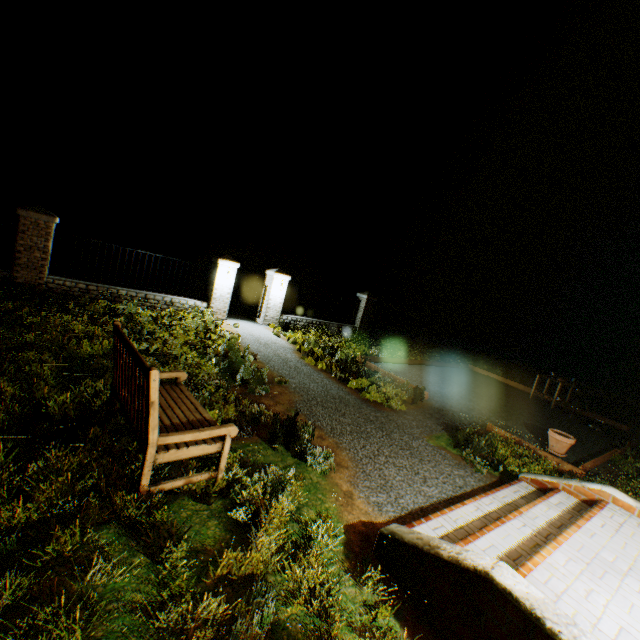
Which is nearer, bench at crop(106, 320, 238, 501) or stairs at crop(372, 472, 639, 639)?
stairs at crop(372, 472, 639, 639)

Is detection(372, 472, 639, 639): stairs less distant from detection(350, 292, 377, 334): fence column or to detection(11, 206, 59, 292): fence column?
detection(11, 206, 59, 292): fence column

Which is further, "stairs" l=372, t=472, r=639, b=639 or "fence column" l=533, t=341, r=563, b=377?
"fence column" l=533, t=341, r=563, b=377

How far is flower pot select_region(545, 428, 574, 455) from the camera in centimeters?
684cm

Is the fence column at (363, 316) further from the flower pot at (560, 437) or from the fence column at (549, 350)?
the fence column at (549, 350)

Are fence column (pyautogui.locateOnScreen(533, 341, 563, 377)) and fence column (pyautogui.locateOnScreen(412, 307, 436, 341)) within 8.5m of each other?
yes

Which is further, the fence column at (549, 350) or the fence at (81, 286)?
the fence column at (549, 350)

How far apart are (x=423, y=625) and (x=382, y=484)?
1.8 meters
